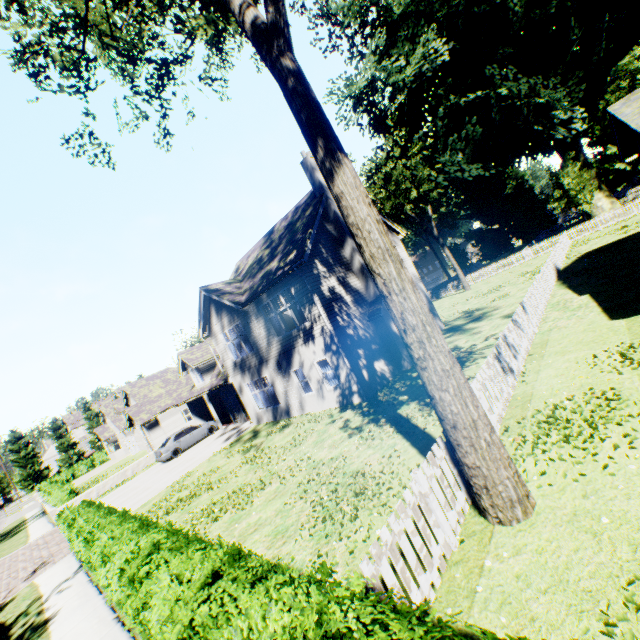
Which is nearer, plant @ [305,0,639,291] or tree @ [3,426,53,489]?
plant @ [305,0,639,291]

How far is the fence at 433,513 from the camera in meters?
3.9 m

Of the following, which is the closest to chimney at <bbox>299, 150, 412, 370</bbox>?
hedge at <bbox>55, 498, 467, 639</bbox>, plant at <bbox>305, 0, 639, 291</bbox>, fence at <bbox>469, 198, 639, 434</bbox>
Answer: fence at <bbox>469, 198, 639, 434</bbox>

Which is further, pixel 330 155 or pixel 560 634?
pixel 330 155

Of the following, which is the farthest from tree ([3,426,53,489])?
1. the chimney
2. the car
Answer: the car

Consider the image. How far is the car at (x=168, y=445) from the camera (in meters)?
23.38

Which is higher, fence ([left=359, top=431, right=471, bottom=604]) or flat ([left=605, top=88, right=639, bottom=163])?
flat ([left=605, top=88, right=639, bottom=163])

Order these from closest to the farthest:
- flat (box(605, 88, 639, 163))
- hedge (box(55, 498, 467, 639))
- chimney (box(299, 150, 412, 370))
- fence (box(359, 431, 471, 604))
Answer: hedge (box(55, 498, 467, 639)) → fence (box(359, 431, 471, 604)) → flat (box(605, 88, 639, 163)) → chimney (box(299, 150, 412, 370))
